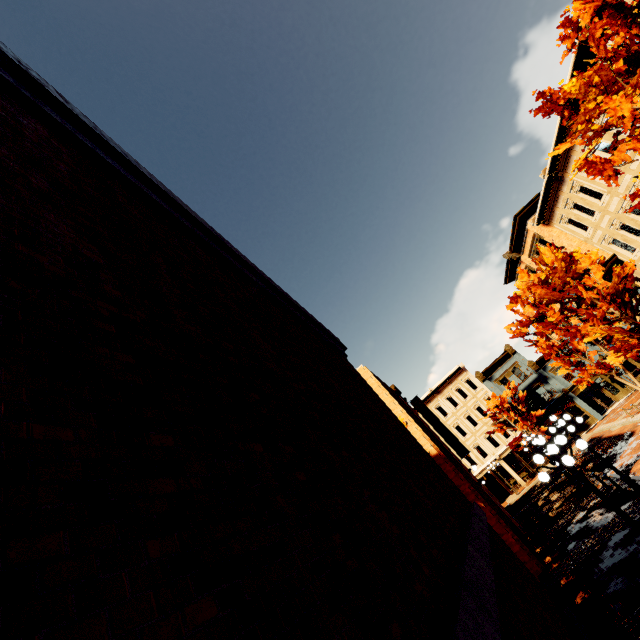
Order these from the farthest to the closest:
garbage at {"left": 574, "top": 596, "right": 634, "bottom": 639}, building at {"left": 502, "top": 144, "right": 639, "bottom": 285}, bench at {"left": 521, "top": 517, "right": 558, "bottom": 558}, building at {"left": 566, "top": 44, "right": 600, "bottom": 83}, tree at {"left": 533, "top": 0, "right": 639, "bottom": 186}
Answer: building at {"left": 502, "top": 144, "right": 639, "bottom": 285}, building at {"left": 566, "top": 44, "right": 600, "bottom": 83}, bench at {"left": 521, "top": 517, "right": 558, "bottom": 558}, tree at {"left": 533, "top": 0, "right": 639, "bottom": 186}, garbage at {"left": 574, "top": 596, "right": 634, "bottom": 639}

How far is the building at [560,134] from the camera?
17.4 meters

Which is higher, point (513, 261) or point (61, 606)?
point (513, 261)

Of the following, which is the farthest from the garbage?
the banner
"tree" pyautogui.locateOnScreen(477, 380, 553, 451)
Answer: "tree" pyautogui.locateOnScreen(477, 380, 553, 451)

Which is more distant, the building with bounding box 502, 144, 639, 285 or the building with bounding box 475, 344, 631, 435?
the building with bounding box 475, 344, 631, 435

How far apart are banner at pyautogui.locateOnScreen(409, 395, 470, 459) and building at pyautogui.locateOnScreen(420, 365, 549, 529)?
18.05m

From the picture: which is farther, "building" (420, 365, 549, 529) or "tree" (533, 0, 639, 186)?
"building" (420, 365, 549, 529)

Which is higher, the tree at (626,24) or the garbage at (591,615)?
the tree at (626,24)
